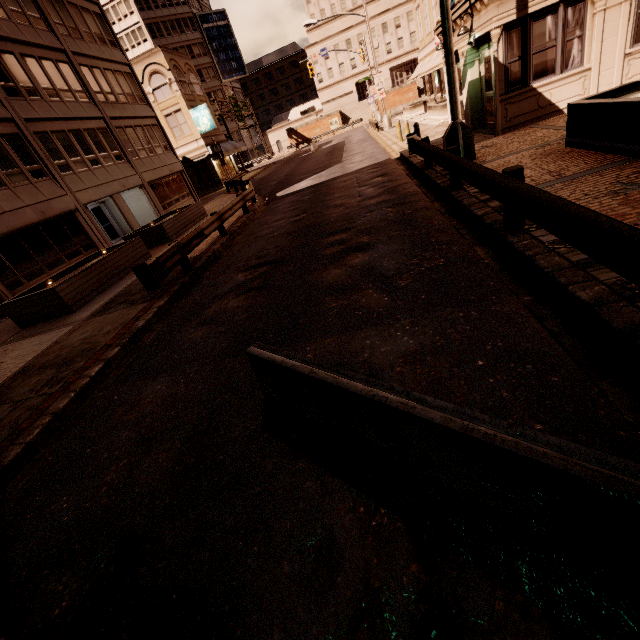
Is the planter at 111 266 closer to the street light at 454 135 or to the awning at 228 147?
Answer: the street light at 454 135

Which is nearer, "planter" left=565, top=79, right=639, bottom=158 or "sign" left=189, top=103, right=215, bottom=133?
"planter" left=565, top=79, right=639, bottom=158

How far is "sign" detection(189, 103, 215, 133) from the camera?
33.4m

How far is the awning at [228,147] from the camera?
36.00m

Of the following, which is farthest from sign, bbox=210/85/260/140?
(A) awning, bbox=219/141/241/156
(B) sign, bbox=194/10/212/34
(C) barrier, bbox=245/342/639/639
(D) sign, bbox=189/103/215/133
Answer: (C) barrier, bbox=245/342/639/639

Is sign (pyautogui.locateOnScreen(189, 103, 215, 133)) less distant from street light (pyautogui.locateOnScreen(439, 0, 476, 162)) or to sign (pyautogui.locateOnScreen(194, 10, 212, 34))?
street light (pyautogui.locateOnScreen(439, 0, 476, 162))

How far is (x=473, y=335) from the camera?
3.9m

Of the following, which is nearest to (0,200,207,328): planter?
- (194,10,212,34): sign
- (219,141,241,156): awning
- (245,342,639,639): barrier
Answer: (245,342,639,639): barrier
